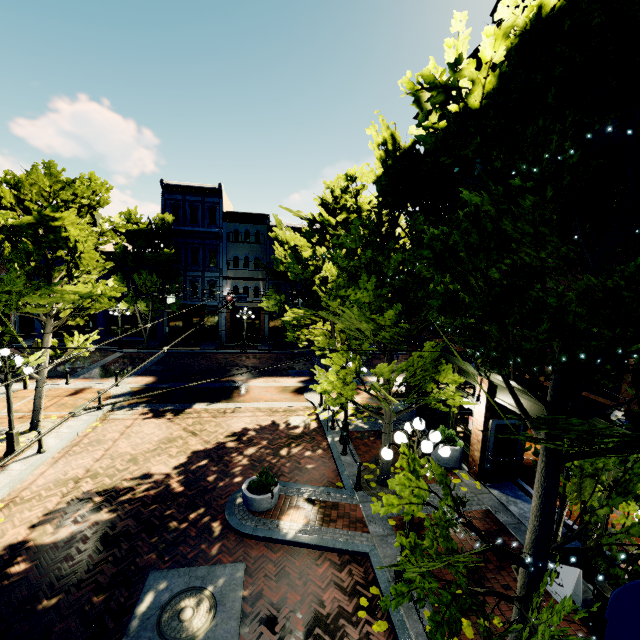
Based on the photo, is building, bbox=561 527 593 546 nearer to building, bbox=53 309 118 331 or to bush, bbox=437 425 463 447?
building, bbox=53 309 118 331

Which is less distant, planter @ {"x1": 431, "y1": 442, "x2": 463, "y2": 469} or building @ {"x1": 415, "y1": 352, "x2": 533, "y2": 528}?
building @ {"x1": 415, "y1": 352, "x2": 533, "y2": 528}

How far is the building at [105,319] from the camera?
28.8m

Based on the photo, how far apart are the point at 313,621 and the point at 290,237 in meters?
21.6

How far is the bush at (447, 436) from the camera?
11.1m

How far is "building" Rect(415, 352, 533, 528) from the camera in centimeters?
983cm

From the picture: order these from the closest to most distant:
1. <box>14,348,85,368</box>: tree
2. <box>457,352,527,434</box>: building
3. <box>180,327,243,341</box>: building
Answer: <box>457,352,527,434</box>: building, <box>14,348,85,368</box>: tree, <box>180,327,243,341</box>: building

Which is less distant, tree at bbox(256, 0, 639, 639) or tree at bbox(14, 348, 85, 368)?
tree at bbox(256, 0, 639, 639)
